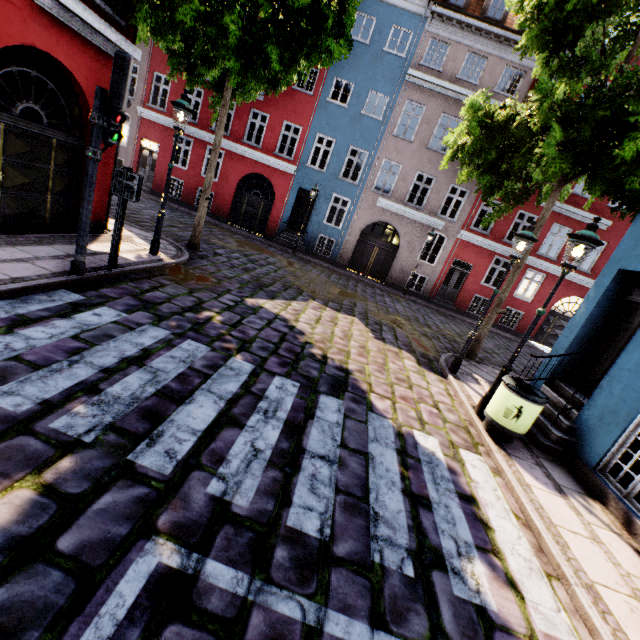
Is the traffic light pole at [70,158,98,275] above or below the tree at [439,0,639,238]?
below

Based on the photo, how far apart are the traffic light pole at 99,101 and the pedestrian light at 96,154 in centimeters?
12cm

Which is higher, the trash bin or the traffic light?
the traffic light

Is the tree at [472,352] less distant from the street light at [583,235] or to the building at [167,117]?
the building at [167,117]

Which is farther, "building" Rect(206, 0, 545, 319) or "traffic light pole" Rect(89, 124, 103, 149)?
"building" Rect(206, 0, 545, 319)

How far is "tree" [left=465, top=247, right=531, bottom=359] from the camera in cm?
905

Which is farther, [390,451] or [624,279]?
[624,279]

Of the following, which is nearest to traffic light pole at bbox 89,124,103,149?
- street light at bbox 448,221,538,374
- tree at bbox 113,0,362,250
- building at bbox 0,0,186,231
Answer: building at bbox 0,0,186,231
